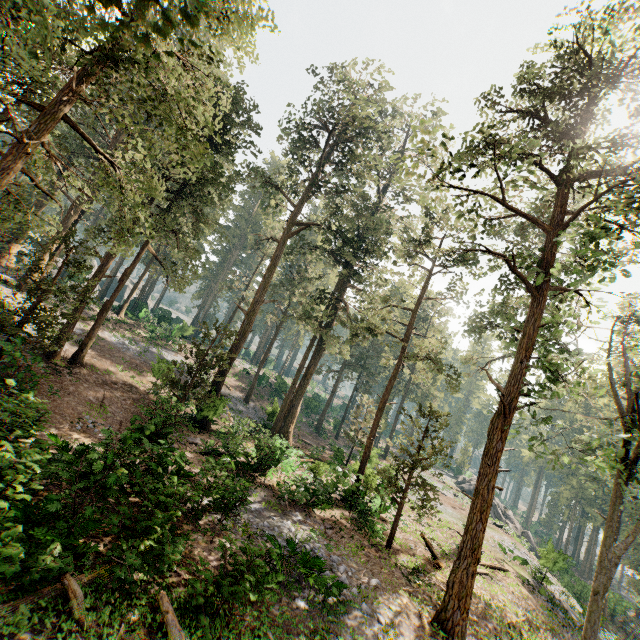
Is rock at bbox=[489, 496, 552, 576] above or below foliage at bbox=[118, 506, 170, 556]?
below

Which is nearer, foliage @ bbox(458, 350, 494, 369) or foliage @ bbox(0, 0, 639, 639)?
foliage @ bbox(0, 0, 639, 639)

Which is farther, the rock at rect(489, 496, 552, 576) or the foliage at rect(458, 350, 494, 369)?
the rock at rect(489, 496, 552, 576)

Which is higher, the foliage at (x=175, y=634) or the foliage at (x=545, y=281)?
the foliage at (x=545, y=281)

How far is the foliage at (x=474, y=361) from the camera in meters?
27.3

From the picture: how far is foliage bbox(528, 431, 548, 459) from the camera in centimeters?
1151cm

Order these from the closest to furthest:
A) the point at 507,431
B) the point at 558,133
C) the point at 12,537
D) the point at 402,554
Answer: the point at 12,537 → the point at 507,431 → the point at 558,133 → the point at 402,554
